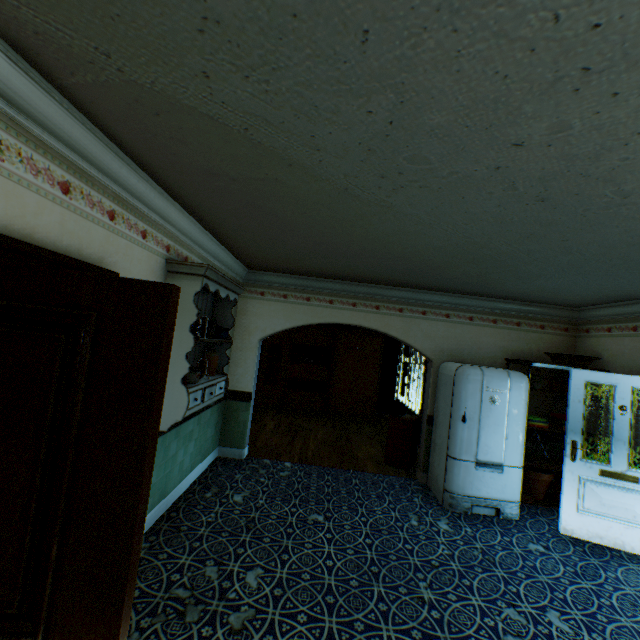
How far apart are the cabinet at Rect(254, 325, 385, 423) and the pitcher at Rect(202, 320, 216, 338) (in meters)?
5.61

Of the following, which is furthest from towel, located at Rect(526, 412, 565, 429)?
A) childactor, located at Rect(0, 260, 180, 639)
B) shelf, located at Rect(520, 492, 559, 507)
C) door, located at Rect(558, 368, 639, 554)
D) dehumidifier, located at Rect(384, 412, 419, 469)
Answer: childactor, located at Rect(0, 260, 180, 639)

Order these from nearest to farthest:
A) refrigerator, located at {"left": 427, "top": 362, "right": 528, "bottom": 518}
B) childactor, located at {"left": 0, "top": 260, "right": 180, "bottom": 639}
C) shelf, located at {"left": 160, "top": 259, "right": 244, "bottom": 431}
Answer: childactor, located at {"left": 0, "top": 260, "right": 180, "bottom": 639} → shelf, located at {"left": 160, "top": 259, "right": 244, "bottom": 431} → refrigerator, located at {"left": 427, "top": 362, "right": 528, "bottom": 518}

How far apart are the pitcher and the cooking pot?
0.4 meters

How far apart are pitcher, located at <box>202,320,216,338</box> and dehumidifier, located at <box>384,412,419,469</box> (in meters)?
3.81

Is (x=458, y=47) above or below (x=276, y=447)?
above

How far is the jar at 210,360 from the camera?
3.95m

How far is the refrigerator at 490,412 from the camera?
4.5 meters
